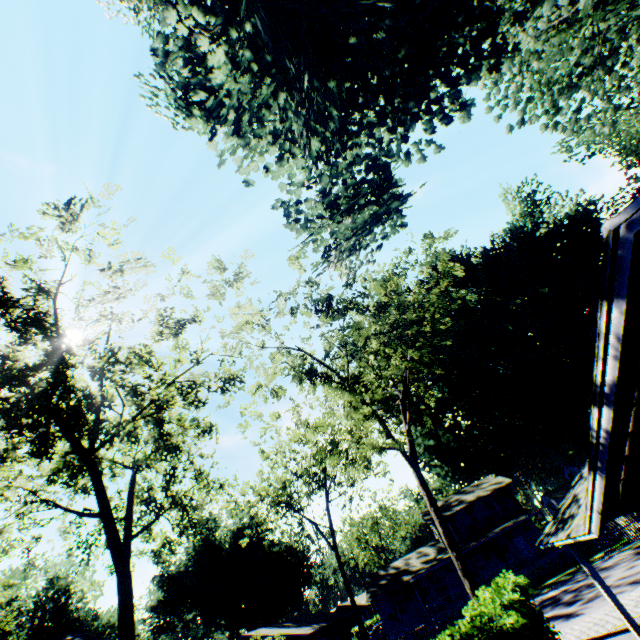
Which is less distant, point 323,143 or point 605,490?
point 605,490

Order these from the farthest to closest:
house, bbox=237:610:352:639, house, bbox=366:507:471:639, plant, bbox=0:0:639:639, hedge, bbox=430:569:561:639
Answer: house, bbox=366:507:471:639
house, bbox=237:610:352:639
hedge, bbox=430:569:561:639
plant, bbox=0:0:639:639

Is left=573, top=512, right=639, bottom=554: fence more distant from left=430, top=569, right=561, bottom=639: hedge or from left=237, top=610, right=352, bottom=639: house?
left=237, top=610, right=352, bottom=639: house

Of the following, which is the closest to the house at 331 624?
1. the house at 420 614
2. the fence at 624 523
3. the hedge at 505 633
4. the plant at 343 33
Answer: the plant at 343 33

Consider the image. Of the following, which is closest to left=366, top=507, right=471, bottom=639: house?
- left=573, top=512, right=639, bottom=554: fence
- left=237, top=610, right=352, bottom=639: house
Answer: left=573, top=512, right=639, bottom=554: fence

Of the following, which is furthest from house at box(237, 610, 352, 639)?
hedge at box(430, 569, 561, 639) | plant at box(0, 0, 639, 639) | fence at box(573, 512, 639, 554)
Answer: fence at box(573, 512, 639, 554)

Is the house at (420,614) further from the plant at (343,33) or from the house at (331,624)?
the house at (331,624)

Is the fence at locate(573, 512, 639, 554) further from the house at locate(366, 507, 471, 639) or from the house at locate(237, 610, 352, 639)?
the house at locate(237, 610, 352, 639)
